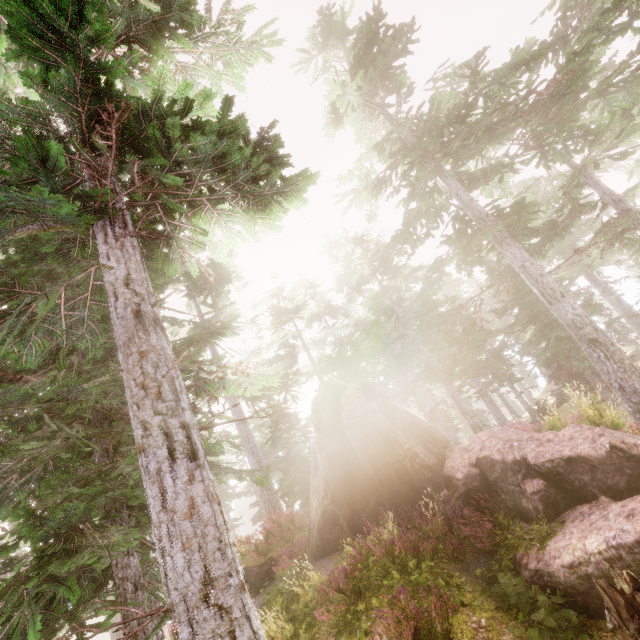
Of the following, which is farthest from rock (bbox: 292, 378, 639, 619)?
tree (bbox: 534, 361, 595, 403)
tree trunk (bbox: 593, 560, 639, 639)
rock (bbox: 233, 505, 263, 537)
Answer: rock (bbox: 233, 505, 263, 537)

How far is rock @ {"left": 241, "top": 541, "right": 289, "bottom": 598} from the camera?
11.5 meters

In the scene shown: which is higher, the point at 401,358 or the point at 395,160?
the point at 395,160

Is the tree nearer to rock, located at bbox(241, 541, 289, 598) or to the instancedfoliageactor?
the instancedfoliageactor

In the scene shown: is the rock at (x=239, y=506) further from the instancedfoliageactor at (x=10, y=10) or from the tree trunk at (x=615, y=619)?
the tree trunk at (x=615, y=619)

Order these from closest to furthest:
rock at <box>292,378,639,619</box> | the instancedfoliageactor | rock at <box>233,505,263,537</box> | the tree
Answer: the instancedfoliageactor < rock at <box>292,378,639,619</box> < the tree < rock at <box>233,505,263,537</box>

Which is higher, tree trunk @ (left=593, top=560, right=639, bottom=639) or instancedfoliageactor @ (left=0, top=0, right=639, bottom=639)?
instancedfoliageactor @ (left=0, top=0, right=639, bottom=639)

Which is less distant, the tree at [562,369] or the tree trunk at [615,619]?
the tree trunk at [615,619]
